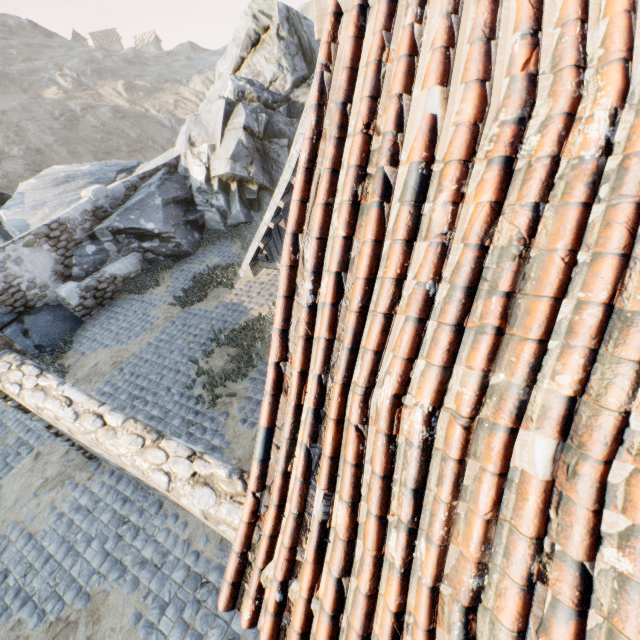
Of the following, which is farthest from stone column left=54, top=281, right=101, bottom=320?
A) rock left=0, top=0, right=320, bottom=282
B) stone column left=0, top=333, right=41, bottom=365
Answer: stone column left=0, top=333, right=41, bottom=365

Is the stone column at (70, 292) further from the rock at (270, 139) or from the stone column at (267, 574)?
the stone column at (267, 574)

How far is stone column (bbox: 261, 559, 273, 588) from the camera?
2.10m

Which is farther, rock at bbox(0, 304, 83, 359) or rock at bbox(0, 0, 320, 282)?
rock at bbox(0, 0, 320, 282)

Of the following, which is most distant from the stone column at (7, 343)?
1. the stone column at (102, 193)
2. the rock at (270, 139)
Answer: the stone column at (102, 193)

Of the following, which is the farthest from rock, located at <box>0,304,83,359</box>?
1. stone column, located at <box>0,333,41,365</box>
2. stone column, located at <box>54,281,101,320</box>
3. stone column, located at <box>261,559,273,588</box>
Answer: stone column, located at <box>261,559,273,588</box>

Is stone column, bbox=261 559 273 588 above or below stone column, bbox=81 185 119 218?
above

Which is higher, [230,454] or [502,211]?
[502,211]
